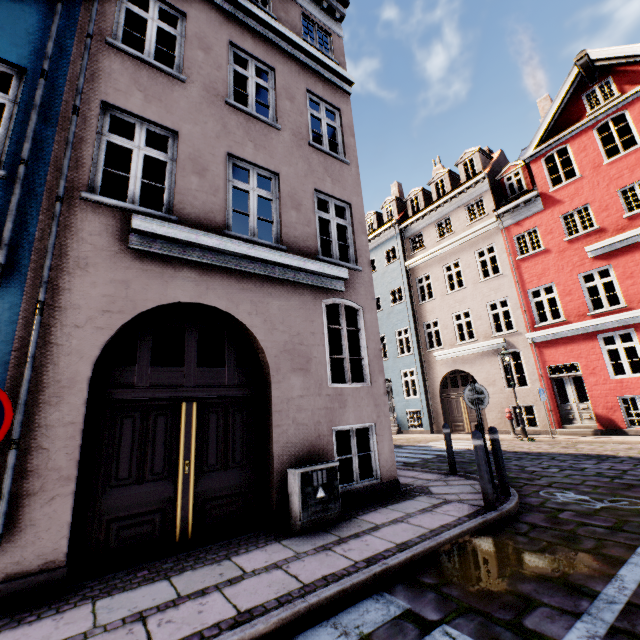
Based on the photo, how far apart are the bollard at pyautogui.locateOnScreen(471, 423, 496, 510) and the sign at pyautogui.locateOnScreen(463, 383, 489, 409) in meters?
1.3

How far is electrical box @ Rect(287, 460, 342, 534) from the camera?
4.5 meters

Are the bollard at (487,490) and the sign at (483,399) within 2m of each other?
yes

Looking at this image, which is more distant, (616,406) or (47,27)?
(616,406)

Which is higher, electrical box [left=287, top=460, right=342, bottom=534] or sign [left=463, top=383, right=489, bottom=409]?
sign [left=463, top=383, right=489, bottom=409]

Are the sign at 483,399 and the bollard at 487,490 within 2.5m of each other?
yes

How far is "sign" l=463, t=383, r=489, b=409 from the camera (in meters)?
6.34

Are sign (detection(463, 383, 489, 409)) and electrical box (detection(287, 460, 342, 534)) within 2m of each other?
no
